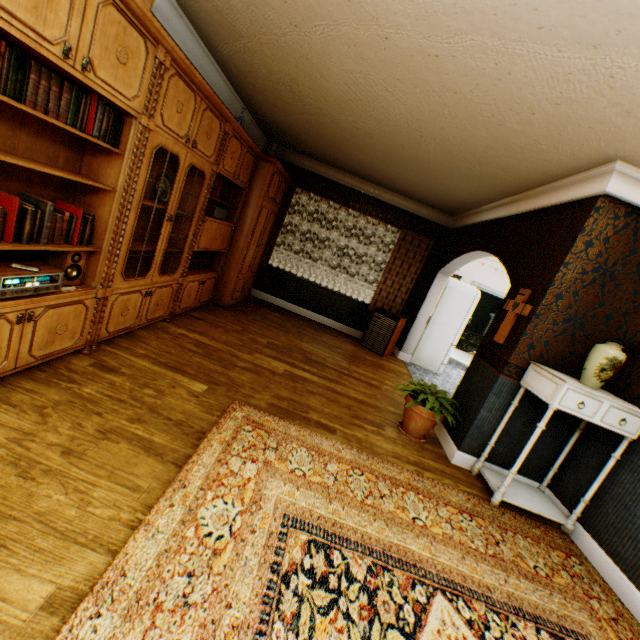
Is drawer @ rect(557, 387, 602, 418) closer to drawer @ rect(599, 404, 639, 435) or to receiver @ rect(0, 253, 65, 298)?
drawer @ rect(599, 404, 639, 435)

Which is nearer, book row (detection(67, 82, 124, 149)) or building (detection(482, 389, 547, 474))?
book row (detection(67, 82, 124, 149))

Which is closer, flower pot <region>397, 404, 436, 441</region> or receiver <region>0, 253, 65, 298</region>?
receiver <region>0, 253, 65, 298</region>

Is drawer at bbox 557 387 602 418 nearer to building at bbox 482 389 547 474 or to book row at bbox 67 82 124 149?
building at bbox 482 389 547 474

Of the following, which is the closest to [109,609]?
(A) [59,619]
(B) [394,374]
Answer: (A) [59,619]

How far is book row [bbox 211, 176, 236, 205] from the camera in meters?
4.2 m

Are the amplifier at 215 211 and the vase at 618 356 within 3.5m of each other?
no

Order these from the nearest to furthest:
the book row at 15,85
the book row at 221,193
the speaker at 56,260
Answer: the book row at 15,85
the speaker at 56,260
the book row at 221,193
